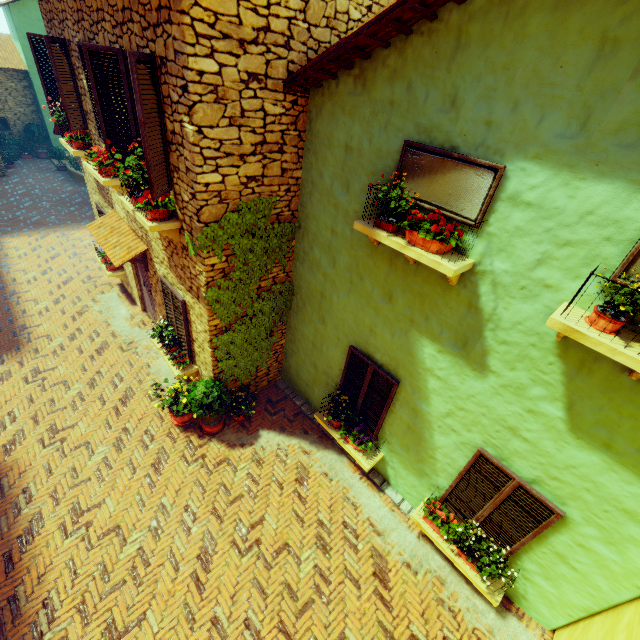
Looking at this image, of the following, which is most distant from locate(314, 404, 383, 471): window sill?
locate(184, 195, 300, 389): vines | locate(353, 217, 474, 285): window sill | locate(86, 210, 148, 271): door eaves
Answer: locate(86, 210, 148, 271): door eaves

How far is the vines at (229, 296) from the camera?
4.98m

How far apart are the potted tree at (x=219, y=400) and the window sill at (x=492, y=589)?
4.0m

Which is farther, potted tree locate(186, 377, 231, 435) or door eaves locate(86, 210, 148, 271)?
door eaves locate(86, 210, 148, 271)

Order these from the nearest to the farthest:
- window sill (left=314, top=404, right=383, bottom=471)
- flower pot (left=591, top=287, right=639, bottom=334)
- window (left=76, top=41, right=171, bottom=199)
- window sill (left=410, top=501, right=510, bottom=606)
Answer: flower pot (left=591, top=287, right=639, bottom=334)
window (left=76, top=41, right=171, bottom=199)
window sill (left=410, top=501, right=510, bottom=606)
window sill (left=314, top=404, right=383, bottom=471)

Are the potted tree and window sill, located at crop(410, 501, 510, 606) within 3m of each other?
no

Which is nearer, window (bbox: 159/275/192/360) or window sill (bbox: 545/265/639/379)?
window sill (bbox: 545/265/639/379)

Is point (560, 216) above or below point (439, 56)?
below
